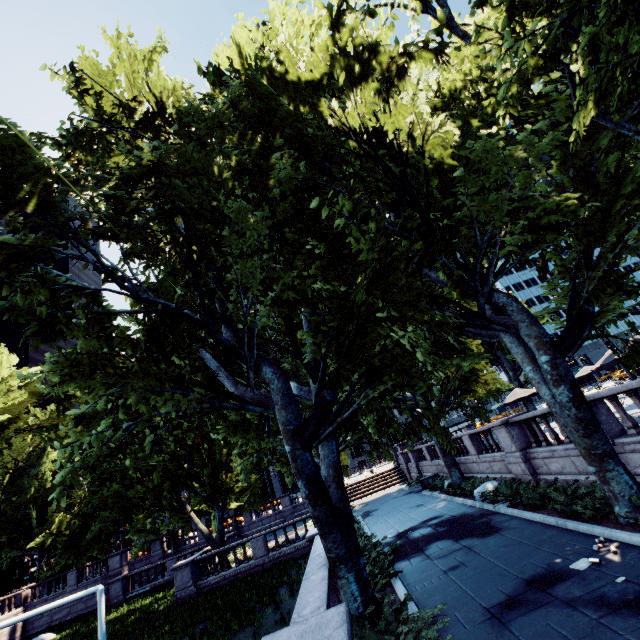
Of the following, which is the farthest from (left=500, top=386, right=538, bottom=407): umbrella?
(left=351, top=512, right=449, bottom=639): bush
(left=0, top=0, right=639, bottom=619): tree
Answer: (left=351, top=512, right=449, bottom=639): bush

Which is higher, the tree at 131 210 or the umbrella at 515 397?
the tree at 131 210

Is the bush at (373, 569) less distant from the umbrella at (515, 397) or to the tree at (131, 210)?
the tree at (131, 210)

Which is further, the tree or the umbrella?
the umbrella

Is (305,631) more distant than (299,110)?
No

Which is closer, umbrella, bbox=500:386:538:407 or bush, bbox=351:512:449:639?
bush, bbox=351:512:449:639

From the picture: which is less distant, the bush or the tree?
the bush

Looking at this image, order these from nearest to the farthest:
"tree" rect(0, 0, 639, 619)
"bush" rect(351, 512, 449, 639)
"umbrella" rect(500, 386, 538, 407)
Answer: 1. "bush" rect(351, 512, 449, 639)
2. "tree" rect(0, 0, 639, 619)
3. "umbrella" rect(500, 386, 538, 407)
